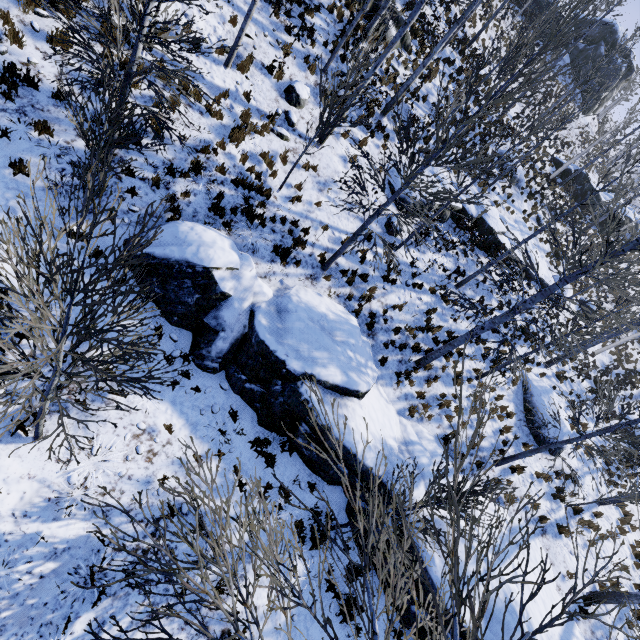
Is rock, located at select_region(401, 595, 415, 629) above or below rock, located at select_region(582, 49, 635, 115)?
below

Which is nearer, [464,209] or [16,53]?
[16,53]

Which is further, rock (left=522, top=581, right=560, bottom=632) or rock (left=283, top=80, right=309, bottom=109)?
rock (left=283, top=80, right=309, bottom=109)

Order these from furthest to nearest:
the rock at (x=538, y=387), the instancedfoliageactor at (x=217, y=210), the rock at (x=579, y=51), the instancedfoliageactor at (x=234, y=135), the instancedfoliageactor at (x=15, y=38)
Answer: the rock at (x=579, y=51) → the rock at (x=538, y=387) → the instancedfoliageactor at (x=234, y=135) → the instancedfoliageactor at (x=217, y=210) → the instancedfoliageactor at (x=15, y=38)

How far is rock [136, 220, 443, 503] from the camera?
7.6 meters

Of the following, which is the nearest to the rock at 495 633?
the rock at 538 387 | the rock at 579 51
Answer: the rock at 538 387

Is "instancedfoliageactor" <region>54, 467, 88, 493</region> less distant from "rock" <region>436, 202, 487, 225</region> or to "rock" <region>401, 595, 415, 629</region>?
"rock" <region>401, 595, 415, 629</region>

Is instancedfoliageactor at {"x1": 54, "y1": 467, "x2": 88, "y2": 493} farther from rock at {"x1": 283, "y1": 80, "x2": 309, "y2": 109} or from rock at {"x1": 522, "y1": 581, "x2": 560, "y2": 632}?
rock at {"x1": 283, "y1": 80, "x2": 309, "y2": 109}
